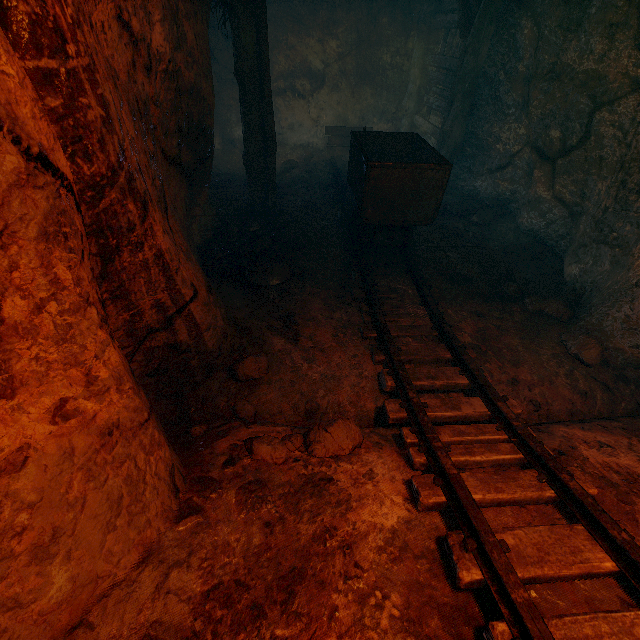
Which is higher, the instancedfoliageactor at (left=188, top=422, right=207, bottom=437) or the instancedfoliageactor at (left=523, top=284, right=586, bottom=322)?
the instancedfoliageactor at (left=188, top=422, right=207, bottom=437)

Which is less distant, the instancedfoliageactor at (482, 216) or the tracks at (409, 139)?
the tracks at (409, 139)

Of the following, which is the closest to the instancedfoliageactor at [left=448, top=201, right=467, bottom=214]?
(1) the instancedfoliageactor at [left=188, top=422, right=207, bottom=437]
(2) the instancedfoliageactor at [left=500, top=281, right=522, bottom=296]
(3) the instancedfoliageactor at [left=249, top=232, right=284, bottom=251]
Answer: (2) the instancedfoliageactor at [left=500, top=281, right=522, bottom=296]

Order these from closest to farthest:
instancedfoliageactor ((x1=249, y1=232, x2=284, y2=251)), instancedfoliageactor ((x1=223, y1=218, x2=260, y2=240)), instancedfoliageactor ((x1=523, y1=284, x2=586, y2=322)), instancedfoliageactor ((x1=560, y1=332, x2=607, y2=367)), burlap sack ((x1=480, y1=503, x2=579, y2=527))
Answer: burlap sack ((x1=480, y1=503, x2=579, y2=527)) < instancedfoliageactor ((x1=560, y1=332, x2=607, y2=367)) < instancedfoliageactor ((x1=523, y1=284, x2=586, y2=322)) < instancedfoliageactor ((x1=249, y1=232, x2=284, y2=251)) < instancedfoliageactor ((x1=223, y1=218, x2=260, y2=240))

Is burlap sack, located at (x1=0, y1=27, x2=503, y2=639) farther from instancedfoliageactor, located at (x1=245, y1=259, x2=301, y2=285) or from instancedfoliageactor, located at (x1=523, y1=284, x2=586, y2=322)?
instancedfoliageactor, located at (x1=245, y1=259, x2=301, y2=285)

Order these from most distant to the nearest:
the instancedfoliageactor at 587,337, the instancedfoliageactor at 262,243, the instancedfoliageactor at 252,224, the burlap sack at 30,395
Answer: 1. the instancedfoliageactor at 252,224
2. the instancedfoliageactor at 262,243
3. the instancedfoliageactor at 587,337
4. the burlap sack at 30,395

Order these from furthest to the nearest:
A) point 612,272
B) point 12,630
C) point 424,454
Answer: point 612,272 → point 424,454 → point 12,630

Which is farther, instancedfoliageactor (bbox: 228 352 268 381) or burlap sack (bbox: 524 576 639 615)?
instancedfoliageactor (bbox: 228 352 268 381)
